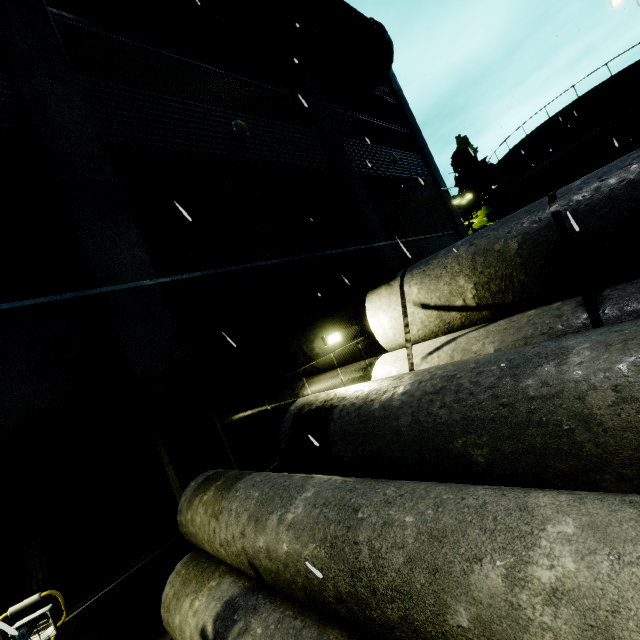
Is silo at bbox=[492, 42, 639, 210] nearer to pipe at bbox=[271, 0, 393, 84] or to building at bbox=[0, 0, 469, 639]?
building at bbox=[0, 0, 469, 639]

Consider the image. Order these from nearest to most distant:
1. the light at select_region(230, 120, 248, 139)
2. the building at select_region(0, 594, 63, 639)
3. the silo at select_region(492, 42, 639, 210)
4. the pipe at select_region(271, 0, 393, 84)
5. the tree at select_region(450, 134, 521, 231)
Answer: the building at select_region(0, 594, 63, 639), the light at select_region(230, 120, 248, 139), the pipe at select_region(271, 0, 393, 84), the silo at select_region(492, 42, 639, 210), the tree at select_region(450, 134, 521, 231)

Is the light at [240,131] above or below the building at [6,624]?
above

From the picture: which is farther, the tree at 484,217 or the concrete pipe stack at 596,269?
the tree at 484,217

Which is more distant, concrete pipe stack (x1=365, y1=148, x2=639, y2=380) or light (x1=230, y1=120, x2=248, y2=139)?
light (x1=230, y1=120, x2=248, y2=139)

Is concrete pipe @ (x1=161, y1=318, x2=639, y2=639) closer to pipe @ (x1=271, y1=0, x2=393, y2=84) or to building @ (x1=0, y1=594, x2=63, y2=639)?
building @ (x1=0, y1=594, x2=63, y2=639)

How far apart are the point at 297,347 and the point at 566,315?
5.1 meters

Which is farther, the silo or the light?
the silo
